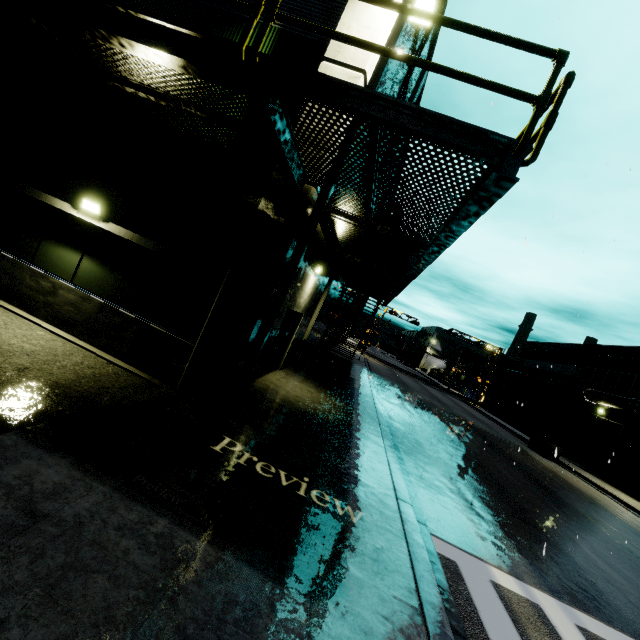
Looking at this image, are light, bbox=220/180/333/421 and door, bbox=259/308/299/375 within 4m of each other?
yes

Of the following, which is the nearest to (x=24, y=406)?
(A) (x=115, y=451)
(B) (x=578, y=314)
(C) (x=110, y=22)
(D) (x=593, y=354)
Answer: (A) (x=115, y=451)

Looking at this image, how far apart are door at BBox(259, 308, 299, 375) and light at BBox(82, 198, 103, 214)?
4.90m

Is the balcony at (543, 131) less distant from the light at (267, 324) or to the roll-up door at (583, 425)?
the light at (267, 324)

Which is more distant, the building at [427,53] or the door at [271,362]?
the building at [427,53]

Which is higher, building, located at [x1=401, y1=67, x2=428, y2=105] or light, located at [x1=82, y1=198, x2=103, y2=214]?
building, located at [x1=401, y1=67, x2=428, y2=105]

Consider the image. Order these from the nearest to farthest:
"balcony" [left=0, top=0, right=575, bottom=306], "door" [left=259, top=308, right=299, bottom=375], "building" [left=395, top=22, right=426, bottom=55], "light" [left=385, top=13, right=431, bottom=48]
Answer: "balcony" [left=0, top=0, right=575, bottom=306]
"light" [left=385, top=13, right=431, bottom=48]
"building" [left=395, top=22, right=426, bottom=55]
"door" [left=259, top=308, right=299, bottom=375]

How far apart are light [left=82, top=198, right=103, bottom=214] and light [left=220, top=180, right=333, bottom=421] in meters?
4.6 m
